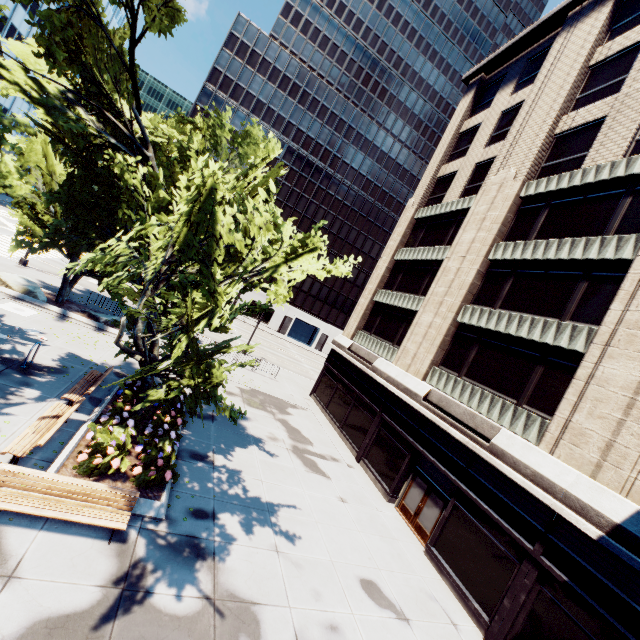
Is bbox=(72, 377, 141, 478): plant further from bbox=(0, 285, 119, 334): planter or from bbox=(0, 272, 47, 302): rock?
bbox=(0, 272, 47, 302): rock

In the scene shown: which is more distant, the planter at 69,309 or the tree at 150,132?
the planter at 69,309

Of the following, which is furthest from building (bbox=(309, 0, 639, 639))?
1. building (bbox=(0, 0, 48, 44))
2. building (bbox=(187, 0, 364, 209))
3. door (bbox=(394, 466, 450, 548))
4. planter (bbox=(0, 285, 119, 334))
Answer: building (bbox=(0, 0, 48, 44))

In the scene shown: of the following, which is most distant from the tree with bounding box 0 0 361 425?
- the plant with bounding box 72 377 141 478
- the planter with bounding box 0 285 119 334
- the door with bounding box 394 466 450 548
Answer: the door with bounding box 394 466 450 548

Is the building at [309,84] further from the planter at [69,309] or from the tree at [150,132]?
the planter at [69,309]

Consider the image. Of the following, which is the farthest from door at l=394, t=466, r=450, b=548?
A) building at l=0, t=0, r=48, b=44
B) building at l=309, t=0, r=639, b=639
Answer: building at l=0, t=0, r=48, b=44

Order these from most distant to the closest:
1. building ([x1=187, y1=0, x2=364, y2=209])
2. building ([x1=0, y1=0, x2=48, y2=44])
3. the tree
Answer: building ([x1=187, y1=0, x2=364, y2=209]) → building ([x1=0, y1=0, x2=48, y2=44]) → the tree

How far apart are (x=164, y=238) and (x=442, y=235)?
21.9 meters
